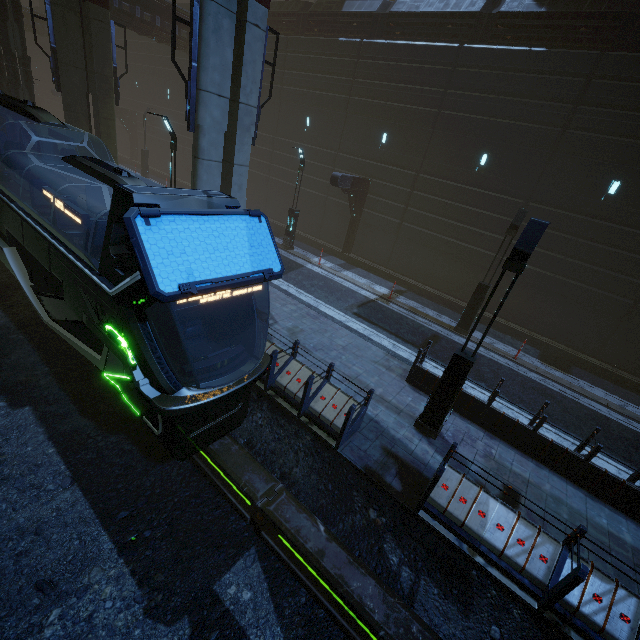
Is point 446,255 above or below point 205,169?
below

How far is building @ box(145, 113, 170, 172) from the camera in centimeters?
3241cm

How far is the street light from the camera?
17.7 meters

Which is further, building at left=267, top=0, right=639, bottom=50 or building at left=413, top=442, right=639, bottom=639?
building at left=267, top=0, right=639, bottom=50

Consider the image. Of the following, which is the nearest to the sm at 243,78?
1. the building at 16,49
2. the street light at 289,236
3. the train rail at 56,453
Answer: the building at 16,49

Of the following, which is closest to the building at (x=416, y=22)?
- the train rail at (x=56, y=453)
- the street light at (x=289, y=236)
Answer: the train rail at (x=56, y=453)
